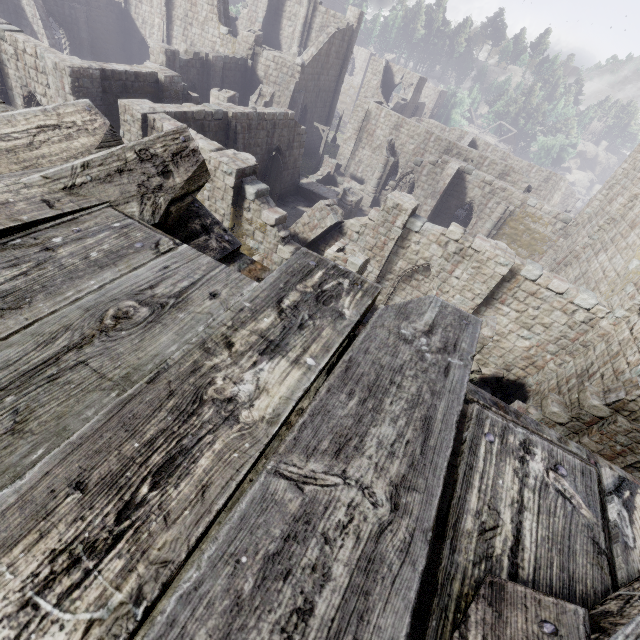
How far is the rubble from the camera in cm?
1562

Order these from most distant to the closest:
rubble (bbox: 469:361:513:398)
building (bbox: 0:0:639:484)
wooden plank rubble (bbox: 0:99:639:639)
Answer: rubble (bbox: 469:361:513:398), building (bbox: 0:0:639:484), wooden plank rubble (bbox: 0:99:639:639)

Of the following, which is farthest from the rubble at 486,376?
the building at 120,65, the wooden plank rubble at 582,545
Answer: the wooden plank rubble at 582,545

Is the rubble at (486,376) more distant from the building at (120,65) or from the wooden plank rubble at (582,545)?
the wooden plank rubble at (582,545)

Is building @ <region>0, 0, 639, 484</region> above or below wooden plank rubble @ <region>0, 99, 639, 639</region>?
below

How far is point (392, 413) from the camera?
1.3 meters

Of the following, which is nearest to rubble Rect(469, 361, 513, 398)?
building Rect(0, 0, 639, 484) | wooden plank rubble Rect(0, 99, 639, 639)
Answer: building Rect(0, 0, 639, 484)
